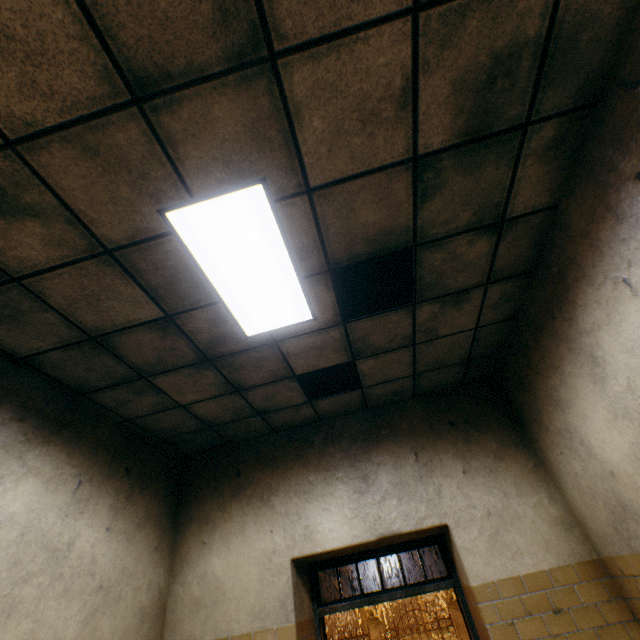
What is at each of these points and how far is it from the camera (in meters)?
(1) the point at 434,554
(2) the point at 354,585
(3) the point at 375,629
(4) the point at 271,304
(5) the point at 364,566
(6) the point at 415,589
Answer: (1) tree, 23.52
(2) tree, 20.08
(3) fence column, 15.39
(4) lamp, 2.64
(5) tree, 20.53
(6) door, 3.84

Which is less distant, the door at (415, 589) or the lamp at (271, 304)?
the lamp at (271, 304)

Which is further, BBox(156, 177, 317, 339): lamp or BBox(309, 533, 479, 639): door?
BBox(309, 533, 479, 639): door

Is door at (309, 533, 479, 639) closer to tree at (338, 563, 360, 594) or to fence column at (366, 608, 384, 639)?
fence column at (366, 608, 384, 639)

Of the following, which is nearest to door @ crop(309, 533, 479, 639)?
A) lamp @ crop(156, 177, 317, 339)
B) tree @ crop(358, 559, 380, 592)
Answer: lamp @ crop(156, 177, 317, 339)

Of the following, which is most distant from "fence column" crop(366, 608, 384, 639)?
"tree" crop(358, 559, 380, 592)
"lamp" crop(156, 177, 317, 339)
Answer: "lamp" crop(156, 177, 317, 339)

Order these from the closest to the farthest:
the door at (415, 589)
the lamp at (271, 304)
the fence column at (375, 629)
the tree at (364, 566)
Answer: the lamp at (271, 304) < the door at (415, 589) < the fence column at (375, 629) < the tree at (364, 566)

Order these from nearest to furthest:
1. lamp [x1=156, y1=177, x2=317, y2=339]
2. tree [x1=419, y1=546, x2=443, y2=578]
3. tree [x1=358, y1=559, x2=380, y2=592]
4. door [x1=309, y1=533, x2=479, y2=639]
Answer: lamp [x1=156, y1=177, x2=317, y2=339] → door [x1=309, y1=533, x2=479, y2=639] → tree [x1=419, y1=546, x2=443, y2=578] → tree [x1=358, y1=559, x2=380, y2=592]
